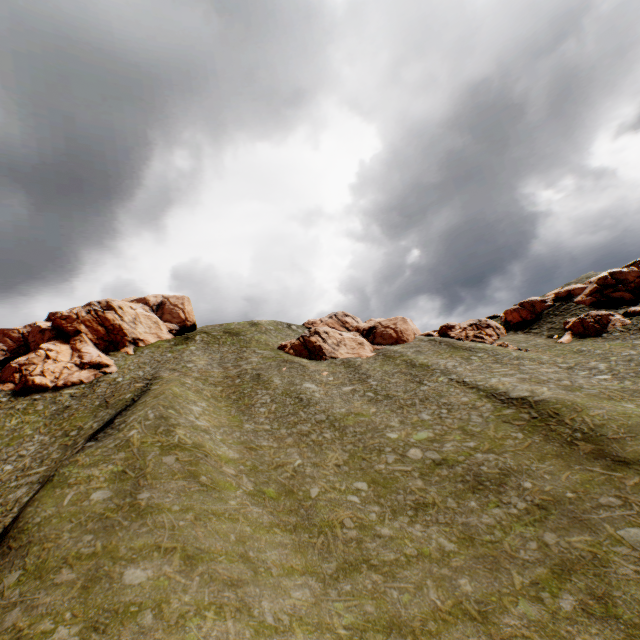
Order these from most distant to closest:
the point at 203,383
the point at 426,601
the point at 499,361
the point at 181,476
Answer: the point at 203,383 < the point at 499,361 < the point at 181,476 < the point at 426,601

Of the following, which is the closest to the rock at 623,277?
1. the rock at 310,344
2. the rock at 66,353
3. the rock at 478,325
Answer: the rock at 478,325

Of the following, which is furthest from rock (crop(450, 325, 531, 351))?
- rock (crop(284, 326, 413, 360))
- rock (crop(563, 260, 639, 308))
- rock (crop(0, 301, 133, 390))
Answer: rock (crop(0, 301, 133, 390))

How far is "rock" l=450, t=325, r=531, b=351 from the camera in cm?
4971

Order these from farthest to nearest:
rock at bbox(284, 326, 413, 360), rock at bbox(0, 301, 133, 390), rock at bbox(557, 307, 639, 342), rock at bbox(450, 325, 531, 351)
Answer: rock at bbox(284, 326, 413, 360) < rock at bbox(450, 325, 531, 351) < rock at bbox(0, 301, 133, 390) < rock at bbox(557, 307, 639, 342)

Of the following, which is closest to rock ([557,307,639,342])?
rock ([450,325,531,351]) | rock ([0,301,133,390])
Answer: rock ([450,325,531,351])

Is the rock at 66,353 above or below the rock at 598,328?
above
